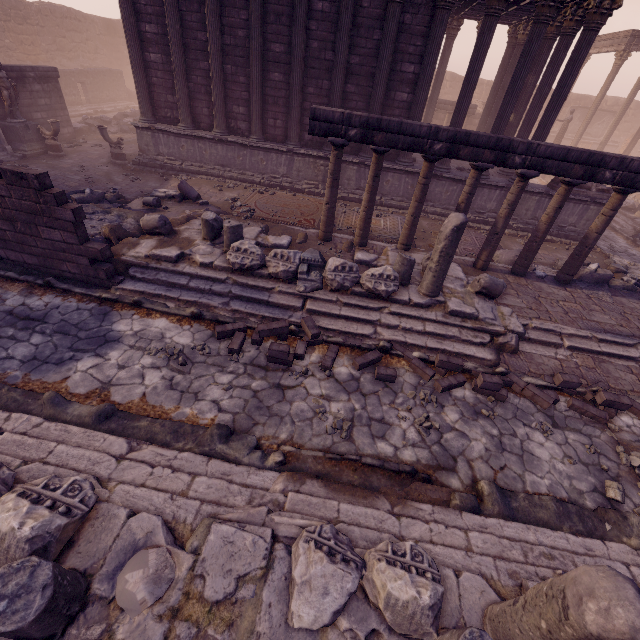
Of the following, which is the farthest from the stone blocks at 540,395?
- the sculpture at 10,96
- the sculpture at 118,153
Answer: the sculpture at 10,96

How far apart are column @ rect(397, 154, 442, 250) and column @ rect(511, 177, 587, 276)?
2.7m

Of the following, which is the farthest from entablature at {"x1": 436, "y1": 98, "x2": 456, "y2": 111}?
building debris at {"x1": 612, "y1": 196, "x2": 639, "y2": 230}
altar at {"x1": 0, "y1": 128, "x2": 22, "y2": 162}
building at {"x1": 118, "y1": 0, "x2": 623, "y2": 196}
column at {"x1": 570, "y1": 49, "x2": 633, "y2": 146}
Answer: altar at {"x1": 0, "y1": 128, "x2": 22, "y2": 162}

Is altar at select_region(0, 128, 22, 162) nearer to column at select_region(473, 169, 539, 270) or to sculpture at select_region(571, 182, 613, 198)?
column at select_region(473, 169, 539, 270)

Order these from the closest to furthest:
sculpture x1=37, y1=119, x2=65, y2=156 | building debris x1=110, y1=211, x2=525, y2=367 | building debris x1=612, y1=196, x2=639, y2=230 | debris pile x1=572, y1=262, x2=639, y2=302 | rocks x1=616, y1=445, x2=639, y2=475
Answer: rocks x1=616, y1=445, x2=639, y2=475 < building debris x1=110, y1=211, x2=525, y2=367 < debris pile x1=572, y1=262, x2=639, y2=302 < sculpture x1=37, y1=119, x2=65, y2=156 < building debris x1=612, y1=196, x2=639, y2=230

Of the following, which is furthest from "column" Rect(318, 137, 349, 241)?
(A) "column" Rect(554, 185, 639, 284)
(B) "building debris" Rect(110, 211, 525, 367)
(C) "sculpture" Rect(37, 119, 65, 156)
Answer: (C) "sculpture" Rect(37, 119, 65, 156)

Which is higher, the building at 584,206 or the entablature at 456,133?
the entablature at 456,133

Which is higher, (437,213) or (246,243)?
(246,243)
